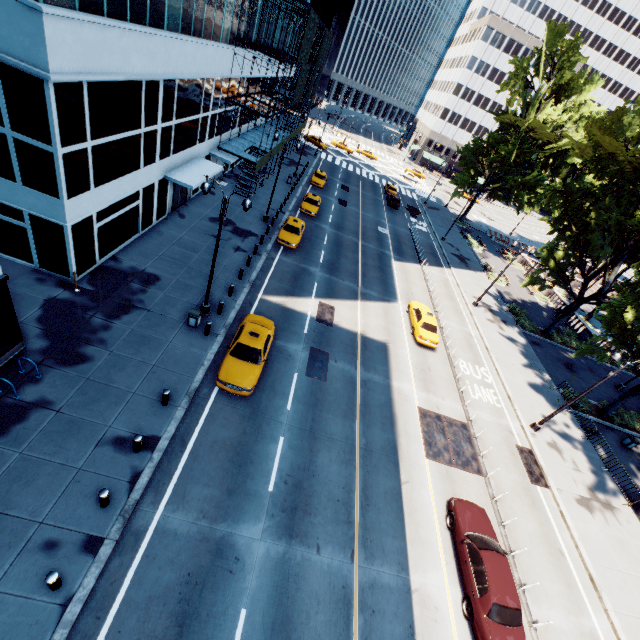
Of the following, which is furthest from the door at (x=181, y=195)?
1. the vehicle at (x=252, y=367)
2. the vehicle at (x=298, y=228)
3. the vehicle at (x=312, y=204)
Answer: the vehicle at (x=252, y=367)

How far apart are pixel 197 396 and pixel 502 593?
14.1 meters

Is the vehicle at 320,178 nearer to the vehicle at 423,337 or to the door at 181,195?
the door at 181,195

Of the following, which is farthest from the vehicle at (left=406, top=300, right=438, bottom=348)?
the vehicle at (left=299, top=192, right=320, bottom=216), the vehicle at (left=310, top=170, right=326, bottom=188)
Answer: the vehicle at (left=310, top=170, right=326, bottom=188)

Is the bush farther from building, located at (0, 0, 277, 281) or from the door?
the door

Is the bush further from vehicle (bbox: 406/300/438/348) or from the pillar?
the pillar

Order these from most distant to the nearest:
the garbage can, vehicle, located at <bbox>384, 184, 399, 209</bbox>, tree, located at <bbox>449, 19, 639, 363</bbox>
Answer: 1. vehicle, located at <bbox>384, 184, 399, 209</bbox>
2. tree, located at <bbox>449, 19, 639, 363</bbox>
3. the garbage can

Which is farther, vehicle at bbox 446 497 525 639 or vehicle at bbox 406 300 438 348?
vehicle at bbox 406 300 438 348
